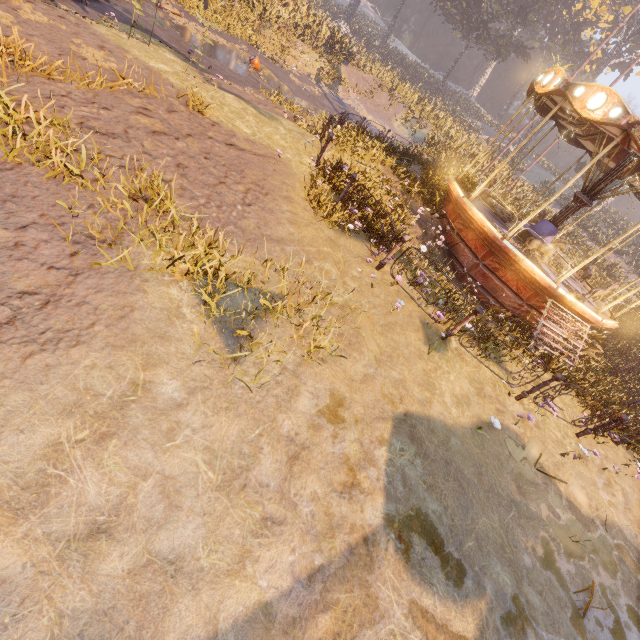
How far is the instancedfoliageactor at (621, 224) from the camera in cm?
1945

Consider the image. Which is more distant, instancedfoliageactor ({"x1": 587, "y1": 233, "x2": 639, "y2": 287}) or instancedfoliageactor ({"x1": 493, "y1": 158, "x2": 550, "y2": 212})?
instancedfoliageactor ({"x1": 493, "y1": 158, "x2": 550, "y2": 212})

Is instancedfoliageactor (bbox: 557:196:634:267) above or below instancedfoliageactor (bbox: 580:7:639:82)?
below

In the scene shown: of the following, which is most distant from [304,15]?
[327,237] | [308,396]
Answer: [308,396]

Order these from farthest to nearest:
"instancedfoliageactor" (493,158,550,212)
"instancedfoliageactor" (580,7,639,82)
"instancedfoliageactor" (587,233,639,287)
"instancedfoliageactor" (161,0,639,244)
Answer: "instancedfoliageactor" (580,7,639,82)
"instancedfoliageactor" (493,158,550,212)
"instancedfoliageactor" (587,233,639,287)
"instancedfoliageactor" (161,0,639,244)

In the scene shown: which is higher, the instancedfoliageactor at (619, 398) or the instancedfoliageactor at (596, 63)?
the instancedfoliageactor at (596, 63)

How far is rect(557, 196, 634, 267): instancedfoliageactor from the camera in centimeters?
1945cm
